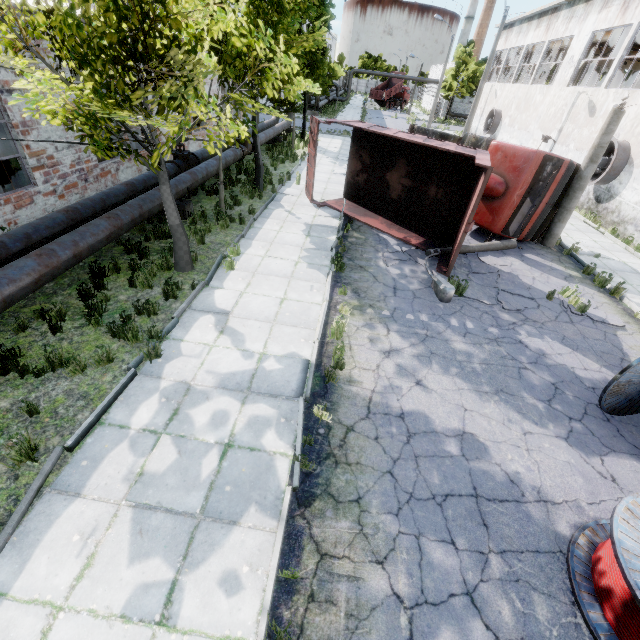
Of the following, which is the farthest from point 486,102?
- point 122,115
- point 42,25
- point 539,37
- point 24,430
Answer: point 24,430

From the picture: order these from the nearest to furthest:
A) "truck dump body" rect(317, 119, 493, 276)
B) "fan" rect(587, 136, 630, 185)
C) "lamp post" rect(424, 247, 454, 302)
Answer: "lamp post" rect(424, 247, 454, 302)
"truck dump body" rect(317, 119, 493, 276)
"fan" rect(587, 136, 630, 185)

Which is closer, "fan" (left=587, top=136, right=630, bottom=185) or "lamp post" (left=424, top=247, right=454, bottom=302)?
"lamp post" (left=424, top=247, right=454, bottom=302)

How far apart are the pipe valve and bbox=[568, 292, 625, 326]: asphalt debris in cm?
1338

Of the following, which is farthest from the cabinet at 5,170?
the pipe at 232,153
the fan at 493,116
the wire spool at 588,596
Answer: the fan at 493,116

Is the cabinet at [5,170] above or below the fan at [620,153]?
below

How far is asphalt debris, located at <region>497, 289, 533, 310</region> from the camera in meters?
8.7

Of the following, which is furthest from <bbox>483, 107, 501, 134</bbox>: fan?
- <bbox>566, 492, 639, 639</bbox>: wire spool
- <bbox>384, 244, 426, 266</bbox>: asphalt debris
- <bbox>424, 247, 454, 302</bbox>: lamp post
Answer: <bbox>566, 492, 639, 639</bbox>: wire spool
